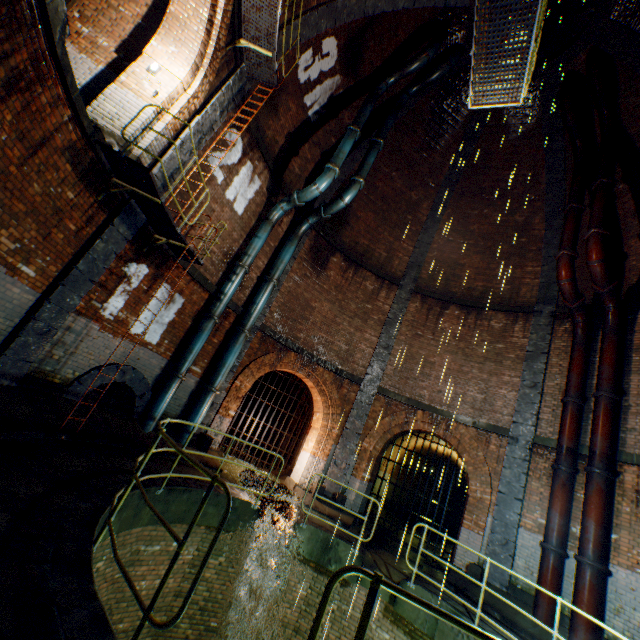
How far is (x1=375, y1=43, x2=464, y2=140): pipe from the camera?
12.16m

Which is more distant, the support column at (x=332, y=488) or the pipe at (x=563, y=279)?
the support column at (x=332, y=488)

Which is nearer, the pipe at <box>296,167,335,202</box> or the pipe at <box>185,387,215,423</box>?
the pipe at <box>185,387,215,423</box>

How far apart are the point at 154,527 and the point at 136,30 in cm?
1097

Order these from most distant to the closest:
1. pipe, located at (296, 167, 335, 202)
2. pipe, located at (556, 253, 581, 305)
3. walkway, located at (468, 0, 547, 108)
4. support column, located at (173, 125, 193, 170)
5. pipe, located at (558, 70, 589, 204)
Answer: pipe, located at (558, 70, 589, 204) < pipe, located at (296, 167, 335, 202) < pipe, located at (556, 253, 581, 305) < support column, located at (173, 125, 193, 170) < walkway, located at (468, 0, 547, 108)

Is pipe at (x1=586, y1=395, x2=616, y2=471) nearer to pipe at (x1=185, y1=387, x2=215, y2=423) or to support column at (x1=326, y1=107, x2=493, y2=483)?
support column at (x1=326, y1=107, x2=493, y2=483)

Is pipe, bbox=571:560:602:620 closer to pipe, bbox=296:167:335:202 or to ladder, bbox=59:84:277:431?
ladder, bbox=59:84:277:431

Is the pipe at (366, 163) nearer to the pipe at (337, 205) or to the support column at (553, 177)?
the pipe at (337, 205)
